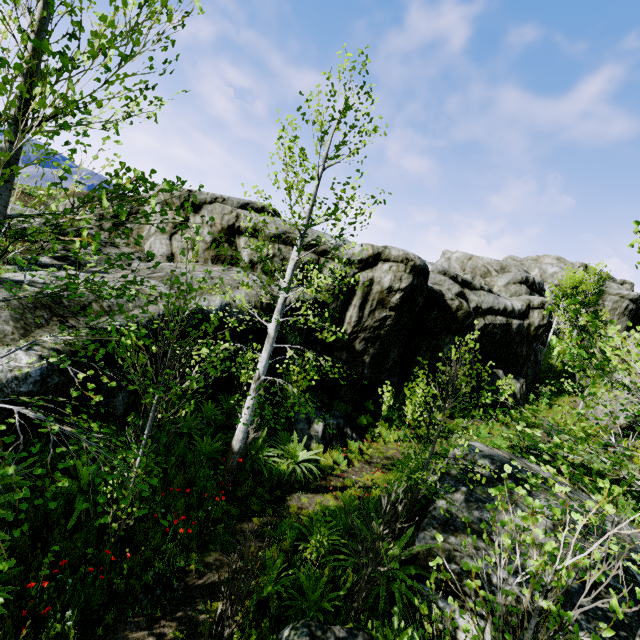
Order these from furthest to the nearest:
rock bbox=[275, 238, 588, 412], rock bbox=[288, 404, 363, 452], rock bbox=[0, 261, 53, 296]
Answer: rock bbox=[275, 238, 588, 412] → rock bbox=[288, 404, 363, 452] → rock bbox=[0, 261, 53, 296]

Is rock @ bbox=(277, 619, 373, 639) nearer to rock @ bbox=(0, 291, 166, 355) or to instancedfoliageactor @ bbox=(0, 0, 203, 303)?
instancedfoliageactor @ bbox=(0, 0, 203, 303)

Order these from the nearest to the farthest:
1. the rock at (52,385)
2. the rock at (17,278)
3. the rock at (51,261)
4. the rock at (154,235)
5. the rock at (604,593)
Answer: the rock at (52,385) < the rock at (604,593) < the rock at (17,278) < the rock at (51,261) < the rock at (154,235)

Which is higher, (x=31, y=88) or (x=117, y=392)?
(x=31, y=88)

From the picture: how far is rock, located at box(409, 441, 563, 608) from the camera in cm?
592

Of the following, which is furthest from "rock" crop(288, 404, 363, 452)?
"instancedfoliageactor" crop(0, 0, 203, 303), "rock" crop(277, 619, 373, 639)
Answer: "rock" crop(277, 619, 373, 639)

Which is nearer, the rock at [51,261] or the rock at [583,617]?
the rock at [583,617]
